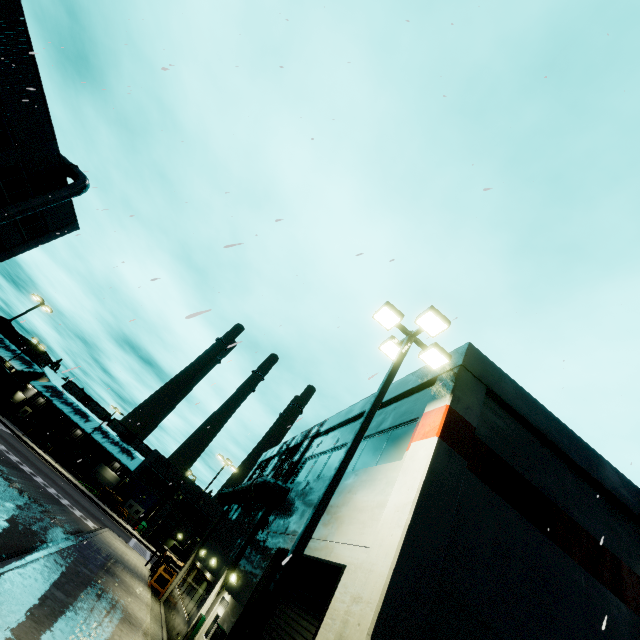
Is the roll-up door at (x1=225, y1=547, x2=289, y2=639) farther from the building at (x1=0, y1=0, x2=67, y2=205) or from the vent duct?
the vent duct

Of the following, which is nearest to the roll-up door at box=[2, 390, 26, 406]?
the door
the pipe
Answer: the door

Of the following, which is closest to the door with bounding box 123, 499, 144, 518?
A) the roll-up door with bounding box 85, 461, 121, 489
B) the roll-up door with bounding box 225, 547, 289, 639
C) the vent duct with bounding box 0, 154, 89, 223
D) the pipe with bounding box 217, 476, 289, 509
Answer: the pipe with bounding box 217, 476, 289, 509

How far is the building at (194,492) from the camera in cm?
4584

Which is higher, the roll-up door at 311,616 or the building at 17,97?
the building at 17,97

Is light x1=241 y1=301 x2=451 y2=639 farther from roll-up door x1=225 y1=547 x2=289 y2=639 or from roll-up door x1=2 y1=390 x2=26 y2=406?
roll-up door x1=2 y1=390 x2=26 y2=406

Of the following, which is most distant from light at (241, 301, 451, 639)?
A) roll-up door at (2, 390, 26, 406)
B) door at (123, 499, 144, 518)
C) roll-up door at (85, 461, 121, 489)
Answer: roll-up door at (2, 390, 26, 406)

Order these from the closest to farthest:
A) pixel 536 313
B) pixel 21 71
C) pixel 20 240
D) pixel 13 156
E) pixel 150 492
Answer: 1. pixel 536 313
2. pixel 21 71
3. pixel 13 156
4. pixel 20 240
5. pixel 150 492
